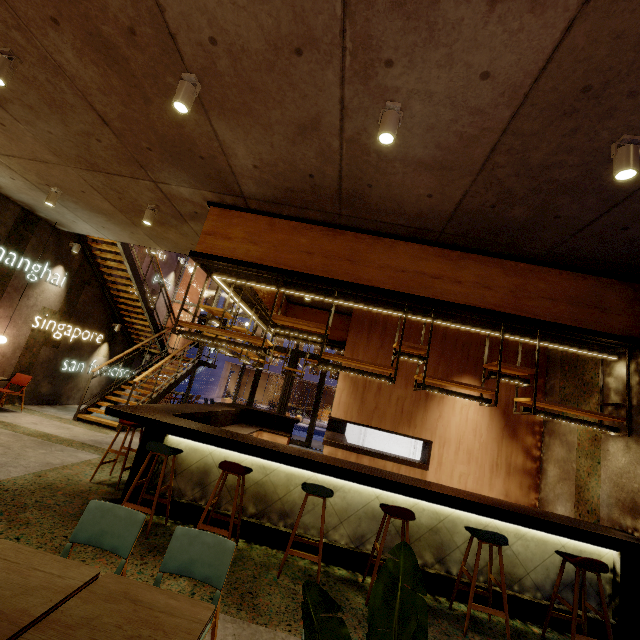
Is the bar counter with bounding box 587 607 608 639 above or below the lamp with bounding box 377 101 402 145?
below

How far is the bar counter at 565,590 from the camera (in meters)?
3.90

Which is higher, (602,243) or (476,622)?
(602,243)

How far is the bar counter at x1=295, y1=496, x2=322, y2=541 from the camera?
4.1m

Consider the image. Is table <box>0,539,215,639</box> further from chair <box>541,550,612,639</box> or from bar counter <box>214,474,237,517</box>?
chair <box>541,550,612,639</box>

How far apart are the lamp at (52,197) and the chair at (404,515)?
7.62m

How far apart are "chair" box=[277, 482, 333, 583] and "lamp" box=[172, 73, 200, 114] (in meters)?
4.12

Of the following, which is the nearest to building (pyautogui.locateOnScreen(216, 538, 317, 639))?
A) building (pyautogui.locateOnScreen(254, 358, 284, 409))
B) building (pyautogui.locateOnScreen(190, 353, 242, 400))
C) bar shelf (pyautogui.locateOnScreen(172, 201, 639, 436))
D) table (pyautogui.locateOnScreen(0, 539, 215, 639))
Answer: bar shelf (pyautogui.locateOnScreen(172, 201, 639, 436))
